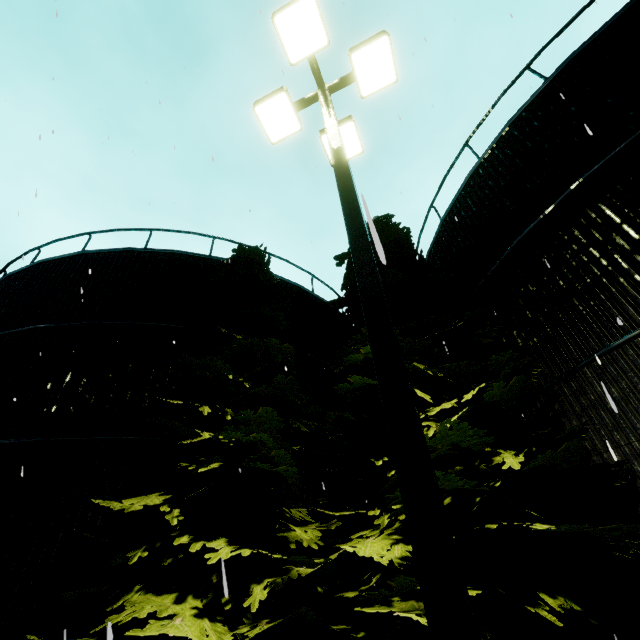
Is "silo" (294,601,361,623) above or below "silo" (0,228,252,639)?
below

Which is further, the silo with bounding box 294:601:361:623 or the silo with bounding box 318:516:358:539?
the silo with bounding box 318:516:358:539

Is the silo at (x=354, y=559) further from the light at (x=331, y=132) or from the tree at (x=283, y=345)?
the light at (x=331, y=132)

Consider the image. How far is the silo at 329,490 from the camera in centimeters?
763cm

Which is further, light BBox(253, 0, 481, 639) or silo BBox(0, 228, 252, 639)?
silo BBox(0, 228, 252, 639)

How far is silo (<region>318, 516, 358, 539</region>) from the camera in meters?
7.6 m

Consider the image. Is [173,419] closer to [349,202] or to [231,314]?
[231,314]
